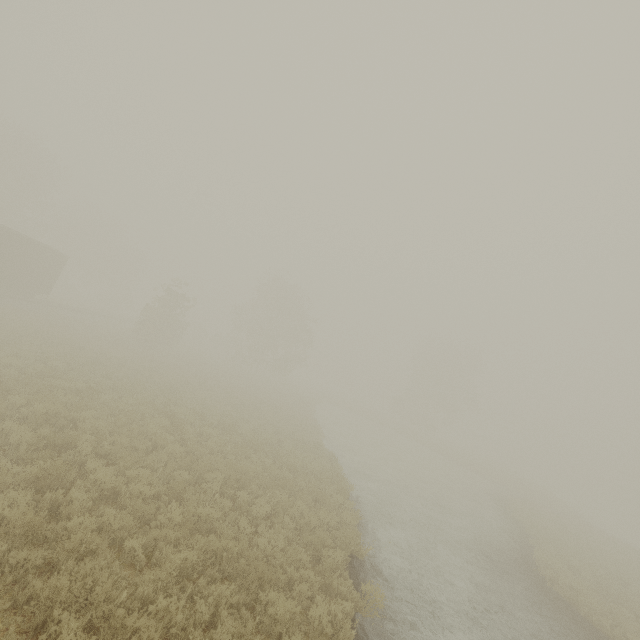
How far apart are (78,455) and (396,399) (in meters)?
50.97

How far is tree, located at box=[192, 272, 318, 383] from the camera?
41.4m

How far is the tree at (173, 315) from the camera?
29.9 meters

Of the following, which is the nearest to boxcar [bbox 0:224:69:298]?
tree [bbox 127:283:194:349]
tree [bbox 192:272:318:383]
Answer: tree [bbox 127:283:194:349]

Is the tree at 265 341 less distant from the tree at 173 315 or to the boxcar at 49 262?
the tree at 173 315

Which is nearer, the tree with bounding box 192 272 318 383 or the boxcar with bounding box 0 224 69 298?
the boxcar with bounding box 0 224 69 298

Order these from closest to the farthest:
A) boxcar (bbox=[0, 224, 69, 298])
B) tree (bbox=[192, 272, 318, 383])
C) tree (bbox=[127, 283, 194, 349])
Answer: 1. boxcar (bbox=[0, 224, 69, 298])
2. tree (bbox=[127, 283, 194, 349])
3. tree (bbox=[192, 272, 318, 383])
